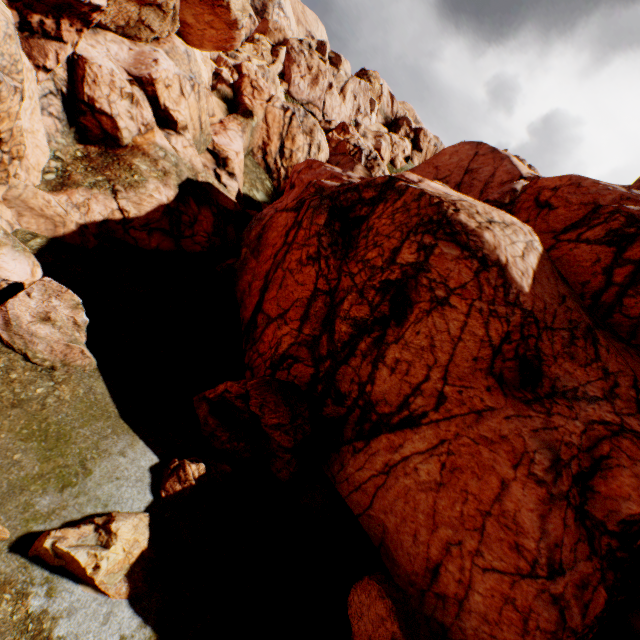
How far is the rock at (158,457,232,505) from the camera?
9.91m

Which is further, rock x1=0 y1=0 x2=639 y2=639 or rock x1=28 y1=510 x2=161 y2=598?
rock x1=0 y1=0 x2=639 y2=639

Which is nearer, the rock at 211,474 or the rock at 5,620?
the rock at 5,620

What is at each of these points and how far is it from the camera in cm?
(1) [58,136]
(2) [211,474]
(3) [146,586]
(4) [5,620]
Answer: (1) rock, 1669
(2) rock, 1084
(3) rock, 817
(4) rock, 662

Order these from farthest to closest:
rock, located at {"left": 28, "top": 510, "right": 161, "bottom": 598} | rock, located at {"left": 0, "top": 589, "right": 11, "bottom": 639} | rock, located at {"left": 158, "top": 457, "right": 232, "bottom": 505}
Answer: rock, located at {"left": 158, "top": 457, "right": 232, "bottom": 505}, rock, located at {"left": 28, "top": 510, "right": 161, "bottom": 598}, rock, located at {"left": 0, "top": 589, "right": 11, "bottom": 639}

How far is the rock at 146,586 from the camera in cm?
748
